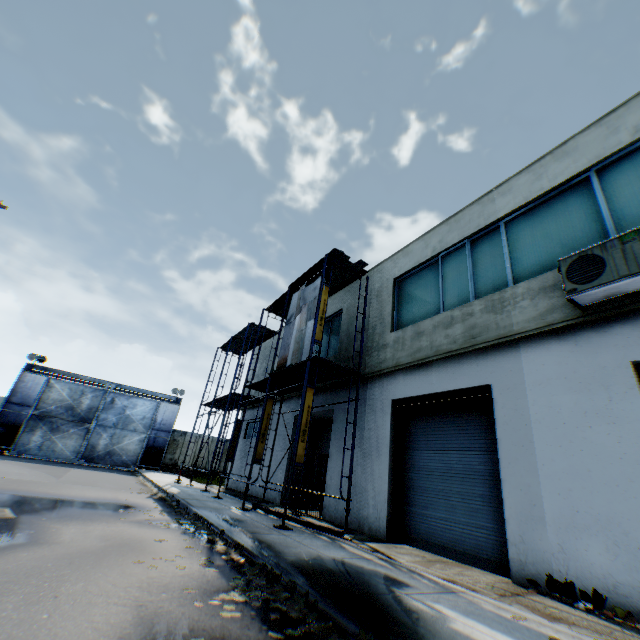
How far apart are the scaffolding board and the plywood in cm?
50

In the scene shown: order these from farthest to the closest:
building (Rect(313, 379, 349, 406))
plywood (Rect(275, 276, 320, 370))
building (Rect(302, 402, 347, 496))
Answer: building (Rect(313, 379, 349, 406)) < building (Rect(302, 402, 347, 496)) < plywood (Rect(275, 276, 320, 370))

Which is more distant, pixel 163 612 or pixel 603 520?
pixel 603 520

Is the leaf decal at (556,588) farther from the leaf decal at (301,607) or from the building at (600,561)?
the leaf decal at (301,607)

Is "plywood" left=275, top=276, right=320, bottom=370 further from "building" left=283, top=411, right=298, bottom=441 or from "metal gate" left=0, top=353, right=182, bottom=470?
"metal gate" left=0, top=353, right=182, bottom=470

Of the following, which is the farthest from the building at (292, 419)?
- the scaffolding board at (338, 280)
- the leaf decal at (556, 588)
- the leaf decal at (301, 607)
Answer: the leaf decal at (301, 607)

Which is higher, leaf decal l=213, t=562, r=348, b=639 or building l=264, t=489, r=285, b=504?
building l=264, t=489, r=285, b=504

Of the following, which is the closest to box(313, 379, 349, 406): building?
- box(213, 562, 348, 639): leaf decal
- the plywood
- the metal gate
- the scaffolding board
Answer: the scaffolding board
